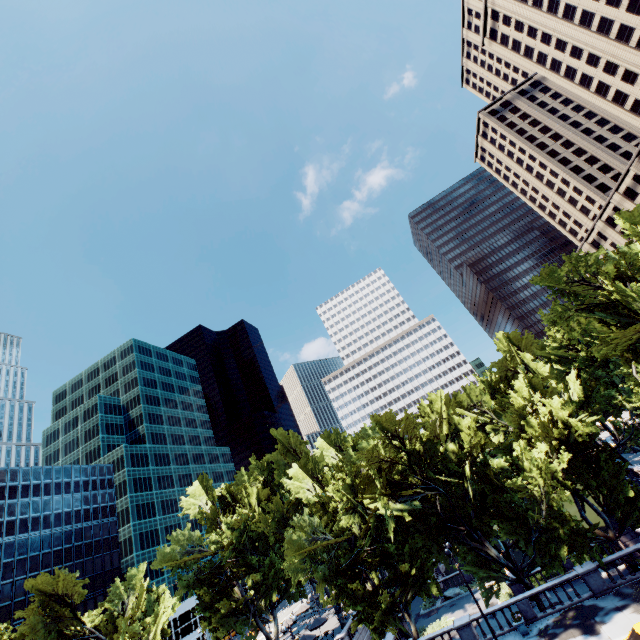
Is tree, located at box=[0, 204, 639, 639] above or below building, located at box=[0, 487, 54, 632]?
below

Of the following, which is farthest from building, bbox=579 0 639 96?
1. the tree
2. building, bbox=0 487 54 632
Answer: → building, bbox=0 487 54 632

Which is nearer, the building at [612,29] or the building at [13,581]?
the building at [13,581]

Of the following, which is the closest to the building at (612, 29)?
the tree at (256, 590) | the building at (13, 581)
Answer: the tree at (256, 590)

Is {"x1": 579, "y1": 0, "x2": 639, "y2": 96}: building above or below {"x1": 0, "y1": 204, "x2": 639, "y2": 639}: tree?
above

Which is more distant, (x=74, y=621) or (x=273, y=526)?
(x=273, y=526)

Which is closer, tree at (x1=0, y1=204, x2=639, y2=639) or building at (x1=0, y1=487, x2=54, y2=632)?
tree at (x1=0, y1=204, x2=639, y2=639)

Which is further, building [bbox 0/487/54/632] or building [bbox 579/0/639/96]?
building [bbox 579/0/639/96]
